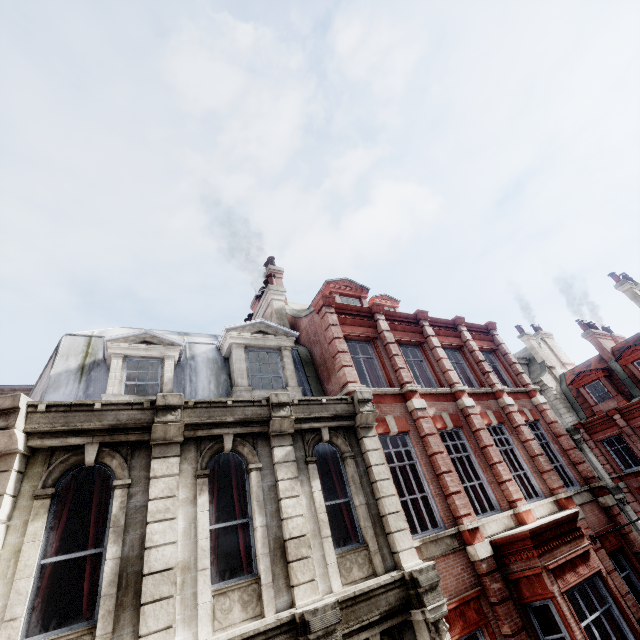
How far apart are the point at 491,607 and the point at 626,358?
23.4 meters

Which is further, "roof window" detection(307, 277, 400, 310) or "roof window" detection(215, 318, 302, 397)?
"roof window" detection(307, 277, 400, 310)

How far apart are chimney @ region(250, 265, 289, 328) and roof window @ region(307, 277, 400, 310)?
1.9m

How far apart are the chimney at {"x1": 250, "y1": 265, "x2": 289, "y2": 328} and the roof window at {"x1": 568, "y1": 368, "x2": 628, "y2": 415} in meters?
24.6

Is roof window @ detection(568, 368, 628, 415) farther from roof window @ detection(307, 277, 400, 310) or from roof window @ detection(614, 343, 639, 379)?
→ roof window @ detection(307, 277, 400, 310)

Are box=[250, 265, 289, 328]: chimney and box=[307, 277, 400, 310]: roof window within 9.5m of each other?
yes

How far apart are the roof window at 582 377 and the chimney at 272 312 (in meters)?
24.57

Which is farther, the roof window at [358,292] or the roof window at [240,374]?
the roof window at [358,292]
